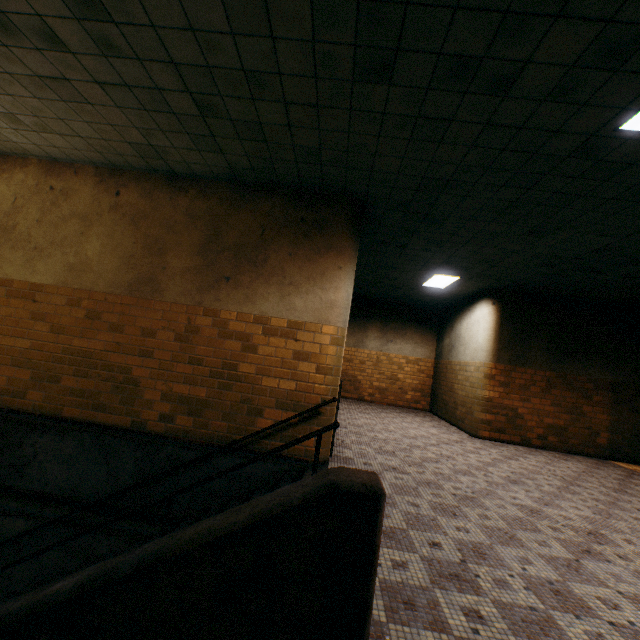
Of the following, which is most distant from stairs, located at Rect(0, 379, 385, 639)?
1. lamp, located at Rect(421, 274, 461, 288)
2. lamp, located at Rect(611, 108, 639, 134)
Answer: lamp, located at Rect(421, 274, 461, 288)

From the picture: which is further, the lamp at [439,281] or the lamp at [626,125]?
the lamp at [439,281]

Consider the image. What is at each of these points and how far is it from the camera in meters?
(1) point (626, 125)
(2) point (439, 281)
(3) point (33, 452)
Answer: (1) lamp, 2.9
(2) lamp, 8.8
(3) stairs, 4.6

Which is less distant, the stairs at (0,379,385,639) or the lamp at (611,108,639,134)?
the stairs at (0,379,385,639)

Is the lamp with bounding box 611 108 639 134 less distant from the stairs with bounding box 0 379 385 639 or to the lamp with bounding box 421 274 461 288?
the stairs with bounding box 0 379 385 639

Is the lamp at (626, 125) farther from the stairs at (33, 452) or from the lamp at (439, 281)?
the lamp at (439, 281)
